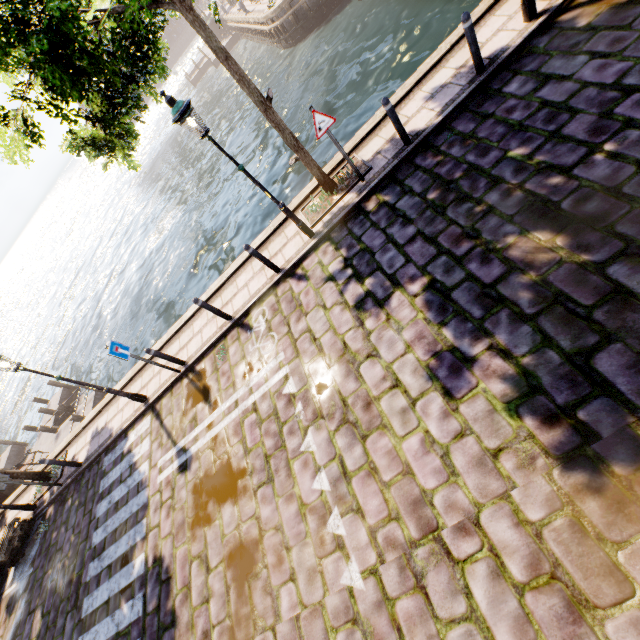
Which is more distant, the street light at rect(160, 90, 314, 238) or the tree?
the street light at rect(160, 90, 314, 238)

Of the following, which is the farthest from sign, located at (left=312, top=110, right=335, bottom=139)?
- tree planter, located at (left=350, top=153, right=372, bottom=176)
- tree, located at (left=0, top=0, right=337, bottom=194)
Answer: tree planter, located at (left=350, top=153, right=372, bottom=176)

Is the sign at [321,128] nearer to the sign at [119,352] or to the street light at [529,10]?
the street light at [529,10]

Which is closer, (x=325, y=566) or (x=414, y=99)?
(x=325, y=566)

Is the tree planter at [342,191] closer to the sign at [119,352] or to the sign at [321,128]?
the sign at [321,128]

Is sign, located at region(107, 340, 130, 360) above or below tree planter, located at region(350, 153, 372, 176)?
above

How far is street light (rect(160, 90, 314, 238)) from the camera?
5.3 meters

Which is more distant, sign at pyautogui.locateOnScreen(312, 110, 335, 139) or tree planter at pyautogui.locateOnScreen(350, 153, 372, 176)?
tree planter at pyautogui.locateOnScreen(350, 153, 372, 176)
